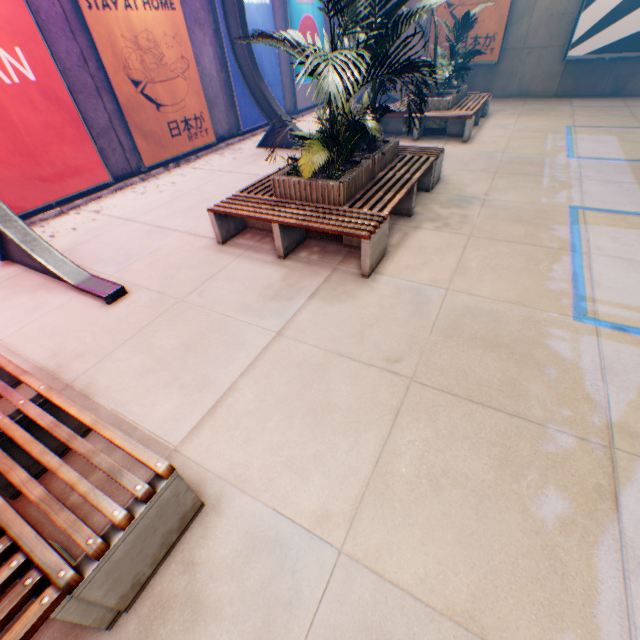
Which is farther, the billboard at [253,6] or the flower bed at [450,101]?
the billboard at [253,6]

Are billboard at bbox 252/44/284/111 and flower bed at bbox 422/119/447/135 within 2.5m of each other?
no

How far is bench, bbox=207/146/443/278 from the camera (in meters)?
4.12

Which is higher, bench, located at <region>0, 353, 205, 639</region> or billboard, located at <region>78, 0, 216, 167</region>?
billboard, located at <region>78, 0, 216, 167</region>

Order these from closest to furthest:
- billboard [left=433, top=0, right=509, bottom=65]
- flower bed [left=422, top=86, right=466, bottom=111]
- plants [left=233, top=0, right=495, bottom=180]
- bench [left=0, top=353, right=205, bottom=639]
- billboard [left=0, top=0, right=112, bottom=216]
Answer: bench [left=0, top=353, right=205, bottom=639] → plants [left=233, top=0, right=495, bottom=180] → billboard [left=0, top=0, right=112, bottom=216] → flower bed [left=422, top=86, right=466, bottom=111] → billboard [left=433, top=0, right=509, bottom=65]

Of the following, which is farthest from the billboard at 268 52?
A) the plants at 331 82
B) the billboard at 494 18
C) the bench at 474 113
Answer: the billboard at 494 18

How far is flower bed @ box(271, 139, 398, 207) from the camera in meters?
4.5 m

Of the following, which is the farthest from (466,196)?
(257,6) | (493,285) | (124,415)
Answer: (257,6)
